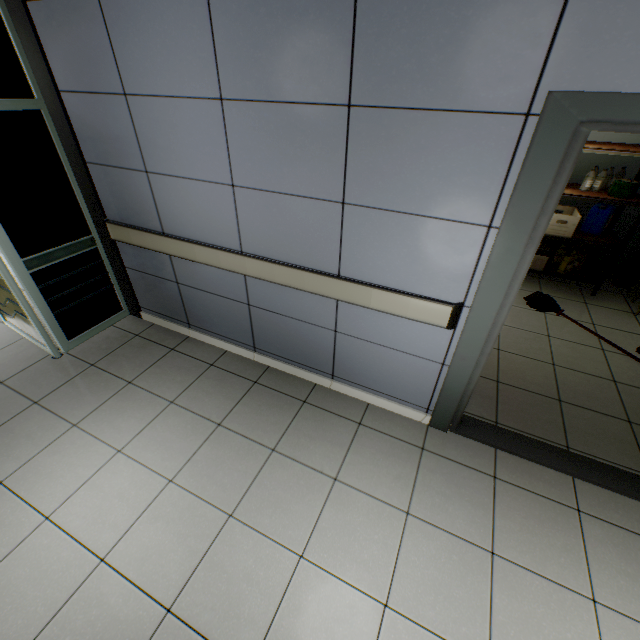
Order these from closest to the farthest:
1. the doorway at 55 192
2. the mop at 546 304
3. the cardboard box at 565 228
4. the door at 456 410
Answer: the door at 456 410 < the doorway at 55 192 < the mop at 546 304 < the cardboard box at 565 228

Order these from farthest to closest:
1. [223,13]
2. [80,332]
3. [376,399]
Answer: [80,332] < [376,399] < [223,13]

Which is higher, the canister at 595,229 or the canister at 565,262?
the canister at 595,229

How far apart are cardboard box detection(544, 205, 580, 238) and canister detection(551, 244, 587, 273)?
0.5 meters

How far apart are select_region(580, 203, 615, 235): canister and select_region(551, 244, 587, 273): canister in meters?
0.3 m

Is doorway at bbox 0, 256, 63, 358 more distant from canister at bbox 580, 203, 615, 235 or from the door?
canister at bbox 580, 203, 615, 235

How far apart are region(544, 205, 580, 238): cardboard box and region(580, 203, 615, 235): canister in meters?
0.3

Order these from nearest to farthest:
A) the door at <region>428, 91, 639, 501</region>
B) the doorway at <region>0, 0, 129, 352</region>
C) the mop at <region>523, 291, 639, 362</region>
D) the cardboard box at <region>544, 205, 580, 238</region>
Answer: the door at <region>428, 91, 639, 501</region> < the doorway at <region>0, 0, 129, 352</region> < the mop at <region>523, 291, 639, 362</region> < the cardboard box at <region>544, 205, 580, 238</region>
